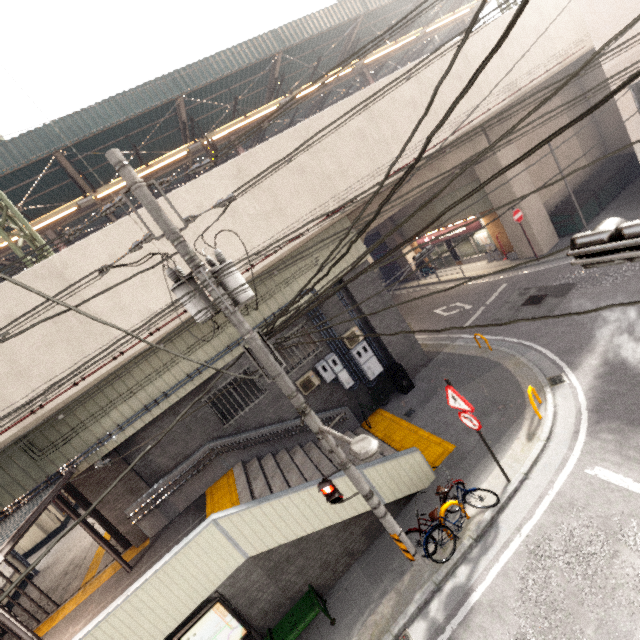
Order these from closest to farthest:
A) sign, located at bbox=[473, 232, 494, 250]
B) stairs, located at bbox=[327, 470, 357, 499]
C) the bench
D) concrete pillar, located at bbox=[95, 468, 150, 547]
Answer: the bench, stairs, located at bbox=[327, 470, 357, 499], concrete pillar, located at bbox=[95, 468, 150, 547], sign, located at bbox=[473, 232, 494, 250]

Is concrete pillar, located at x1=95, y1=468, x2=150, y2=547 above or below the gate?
below

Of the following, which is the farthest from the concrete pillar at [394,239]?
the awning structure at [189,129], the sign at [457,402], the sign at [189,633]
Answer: the sign at [189,633]

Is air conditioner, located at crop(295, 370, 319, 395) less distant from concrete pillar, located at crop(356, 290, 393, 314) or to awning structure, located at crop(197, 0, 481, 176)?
concrete pillar, located at crop(356, 290, 393, 314)

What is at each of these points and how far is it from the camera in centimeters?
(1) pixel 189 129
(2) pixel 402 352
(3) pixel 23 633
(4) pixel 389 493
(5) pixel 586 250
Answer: (1) awning structure, 1454cm
(2) concrete pillar, 1312cm
(3) exterior awning, 570cm
(4) stairs, 803cm
(5) traffic light, 283cm

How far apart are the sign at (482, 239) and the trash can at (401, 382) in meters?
11.5 m

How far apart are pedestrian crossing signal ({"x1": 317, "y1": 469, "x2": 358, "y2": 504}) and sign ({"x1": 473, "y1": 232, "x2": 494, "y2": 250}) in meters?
17.9 m

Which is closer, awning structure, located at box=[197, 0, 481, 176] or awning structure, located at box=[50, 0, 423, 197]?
awning structure, located at box=[50, 0, 423, 197]
